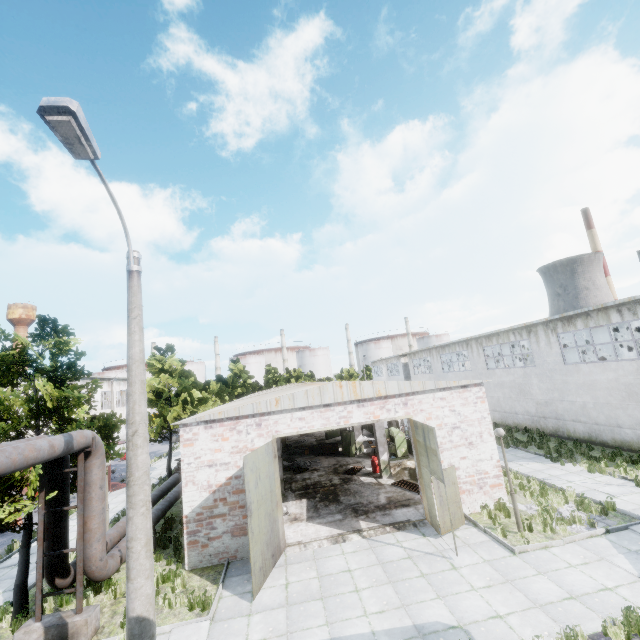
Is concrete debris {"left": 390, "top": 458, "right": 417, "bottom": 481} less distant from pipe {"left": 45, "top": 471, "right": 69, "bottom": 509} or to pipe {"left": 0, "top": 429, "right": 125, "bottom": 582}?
pipe {"left": 0, "top": 429, "right": 125, "bottom": 582}

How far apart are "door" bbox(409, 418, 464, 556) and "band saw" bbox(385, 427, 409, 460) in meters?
8.3 m

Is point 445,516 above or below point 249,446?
below

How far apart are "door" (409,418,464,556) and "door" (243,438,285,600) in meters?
5.3 m

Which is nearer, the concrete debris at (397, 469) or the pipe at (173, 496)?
Answer: the pipe at (173, 496)

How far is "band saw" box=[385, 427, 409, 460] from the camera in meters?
21.2 m

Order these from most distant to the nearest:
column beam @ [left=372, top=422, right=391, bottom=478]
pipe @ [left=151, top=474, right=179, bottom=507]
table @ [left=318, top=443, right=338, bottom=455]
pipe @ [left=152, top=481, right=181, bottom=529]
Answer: table @ [left=318, top=443, right=338, bottom=455]
column beam @ [left=372, top=422, right=391, bottom=478]
pipe @ [left=151, top=474, right=179, bottom=507]
pipe @ [left=152, top=481, right=181, bottom=529]

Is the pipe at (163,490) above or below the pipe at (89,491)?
below
